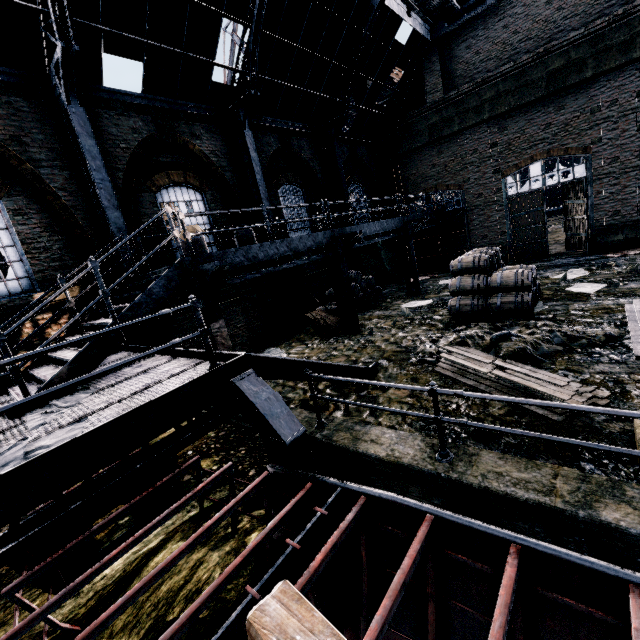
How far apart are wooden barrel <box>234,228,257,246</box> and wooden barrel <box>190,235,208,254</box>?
1.45m

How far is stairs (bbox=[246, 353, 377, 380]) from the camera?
5.7m

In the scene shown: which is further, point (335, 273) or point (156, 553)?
point (335, 273)

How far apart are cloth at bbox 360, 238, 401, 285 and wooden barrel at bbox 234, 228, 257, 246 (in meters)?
8.67

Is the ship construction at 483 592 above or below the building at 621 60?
below

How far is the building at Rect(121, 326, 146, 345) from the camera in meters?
10.2

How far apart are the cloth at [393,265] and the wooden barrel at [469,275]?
8.0 meters
